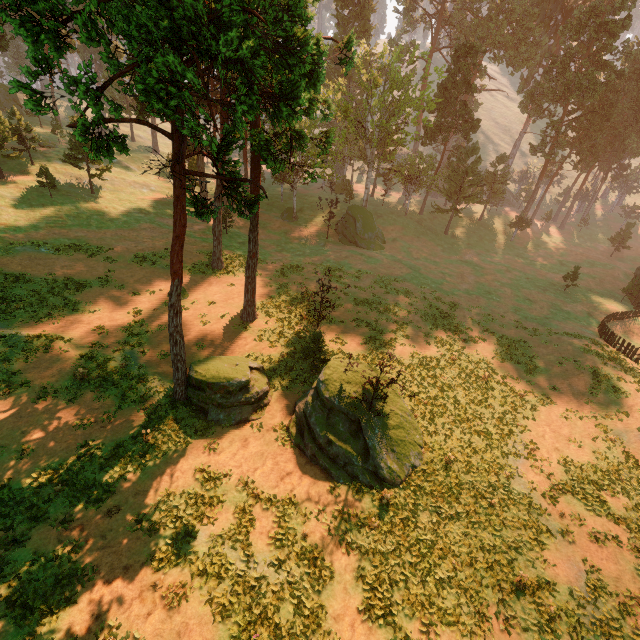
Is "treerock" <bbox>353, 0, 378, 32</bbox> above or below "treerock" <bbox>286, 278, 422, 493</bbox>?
above

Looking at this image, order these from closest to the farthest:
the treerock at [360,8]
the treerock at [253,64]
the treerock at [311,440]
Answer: the treerock at [253,64] < the treerock at [311,440] < the treerock at [360,8]

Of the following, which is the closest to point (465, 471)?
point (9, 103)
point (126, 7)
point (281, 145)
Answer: point (126, 7)

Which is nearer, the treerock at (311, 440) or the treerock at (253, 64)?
the treerock at (253, 64)

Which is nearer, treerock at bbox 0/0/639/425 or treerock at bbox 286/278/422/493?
treerock at bbox 0/0/639/425

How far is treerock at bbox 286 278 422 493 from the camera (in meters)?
16.72

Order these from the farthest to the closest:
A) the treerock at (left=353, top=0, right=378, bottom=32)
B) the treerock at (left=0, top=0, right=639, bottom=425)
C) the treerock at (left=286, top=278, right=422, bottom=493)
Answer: the treerock at (left=353, top=0, right=378, bottom=32), the treerock at (left=286, top=278, right=422, bottom=493), the treerock at (left=0, top=0, right=639, bottom=425)
